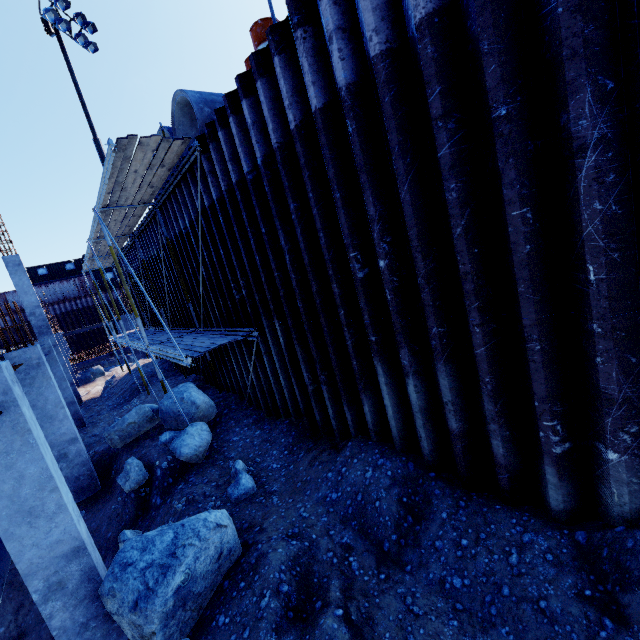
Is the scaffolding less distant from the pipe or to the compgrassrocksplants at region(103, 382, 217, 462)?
the compgrassrocksplants at region(103, 382, 217, 462)

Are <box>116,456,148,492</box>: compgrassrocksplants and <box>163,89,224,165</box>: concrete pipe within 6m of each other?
no

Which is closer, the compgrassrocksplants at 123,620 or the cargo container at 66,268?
the compgrassrocksplants at 123,620

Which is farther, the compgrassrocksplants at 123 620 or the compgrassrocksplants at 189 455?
the compgrassrocksplants at 189 455

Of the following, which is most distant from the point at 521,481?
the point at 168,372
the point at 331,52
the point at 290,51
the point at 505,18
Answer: the point at 168,372

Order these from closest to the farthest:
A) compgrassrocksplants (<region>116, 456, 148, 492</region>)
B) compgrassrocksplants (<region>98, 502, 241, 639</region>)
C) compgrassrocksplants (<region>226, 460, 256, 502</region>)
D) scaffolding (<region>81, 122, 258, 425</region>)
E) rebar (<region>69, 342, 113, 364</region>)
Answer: compgrassrocksplants (<region>98, 502, 241, 639</region>) < compgrassrocksplants (<region>226, 460, 256, 502</region>) < scaffolding (<region>81, 122, 258, 425</region>) < compgrassrocksplants (<region>116, 456, 148, 492</region>) < rebar (<region>69, 342, 113, 364</region>)

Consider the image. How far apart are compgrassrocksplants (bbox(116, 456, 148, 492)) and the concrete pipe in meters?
7.2

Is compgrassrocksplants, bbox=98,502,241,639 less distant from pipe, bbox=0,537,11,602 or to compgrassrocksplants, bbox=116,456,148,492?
pipe, bbox=0,537,11,602
